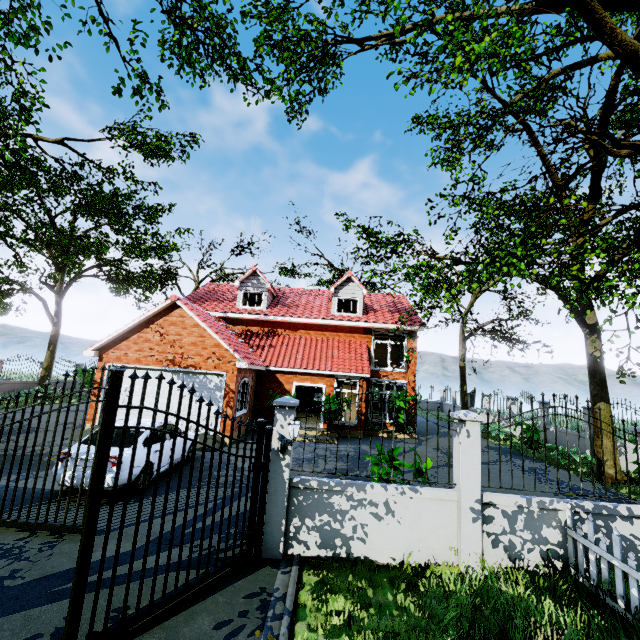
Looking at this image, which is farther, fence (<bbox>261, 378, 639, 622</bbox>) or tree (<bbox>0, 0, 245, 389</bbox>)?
tree (<bbox>0, 0, 245, 389</bbox>)

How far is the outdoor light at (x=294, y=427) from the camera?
5.61m

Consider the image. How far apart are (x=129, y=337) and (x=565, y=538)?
15.3 meters

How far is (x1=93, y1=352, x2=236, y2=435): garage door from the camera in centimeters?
1330cm

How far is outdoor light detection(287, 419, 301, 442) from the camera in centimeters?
561cm

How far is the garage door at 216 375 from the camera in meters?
13.3 m

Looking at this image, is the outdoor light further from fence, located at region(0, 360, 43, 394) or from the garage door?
the garage door

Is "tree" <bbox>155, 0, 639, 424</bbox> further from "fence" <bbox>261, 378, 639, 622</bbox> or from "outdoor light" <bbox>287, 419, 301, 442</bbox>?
"outdoor light" <bbox>287, 419, 301, 442</bbox>
